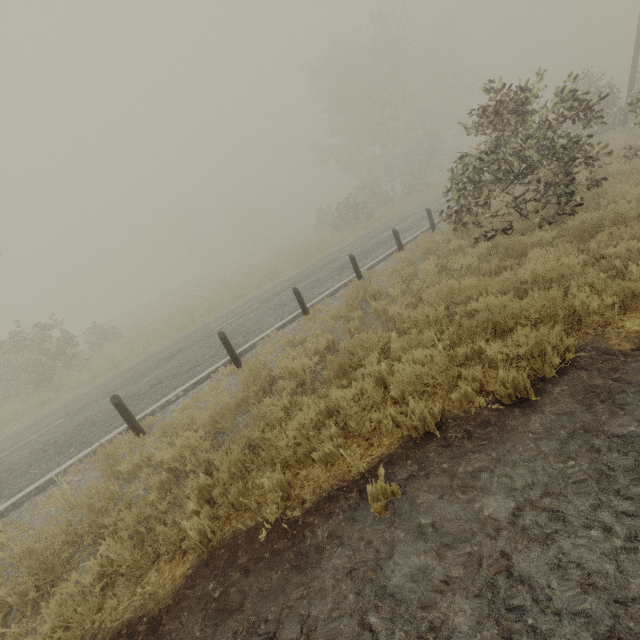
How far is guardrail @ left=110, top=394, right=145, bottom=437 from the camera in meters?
6.6

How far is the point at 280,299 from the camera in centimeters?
1266cm

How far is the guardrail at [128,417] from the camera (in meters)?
6.56
